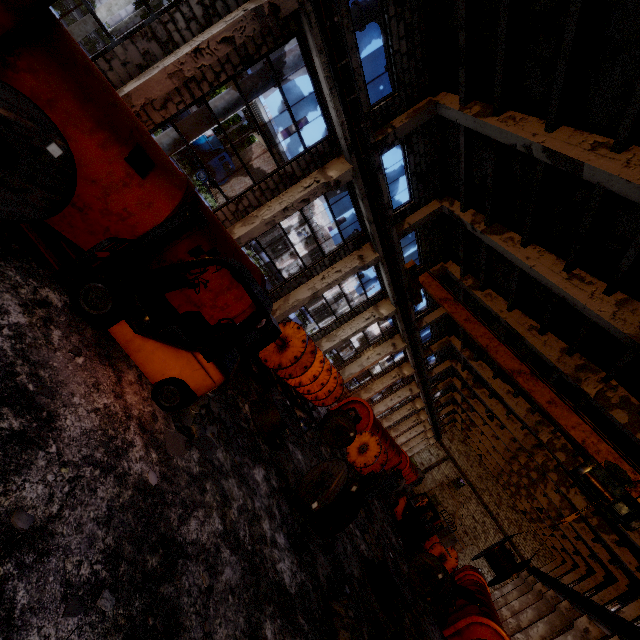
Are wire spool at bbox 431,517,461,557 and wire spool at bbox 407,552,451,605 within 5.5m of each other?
yes

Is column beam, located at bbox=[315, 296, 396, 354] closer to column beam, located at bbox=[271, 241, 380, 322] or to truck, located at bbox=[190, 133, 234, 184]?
column beam, located at bbox=[271, 241, 380, 322]

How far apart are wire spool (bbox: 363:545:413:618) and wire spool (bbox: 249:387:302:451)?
4.5 meters

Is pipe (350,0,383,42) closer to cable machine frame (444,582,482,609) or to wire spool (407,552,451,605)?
wire spool (407,552,451,605)

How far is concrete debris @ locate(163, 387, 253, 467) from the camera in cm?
524

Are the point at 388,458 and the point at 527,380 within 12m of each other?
no

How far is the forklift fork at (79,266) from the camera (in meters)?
4.67

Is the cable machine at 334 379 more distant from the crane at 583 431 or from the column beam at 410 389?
the column beam at 410 389
